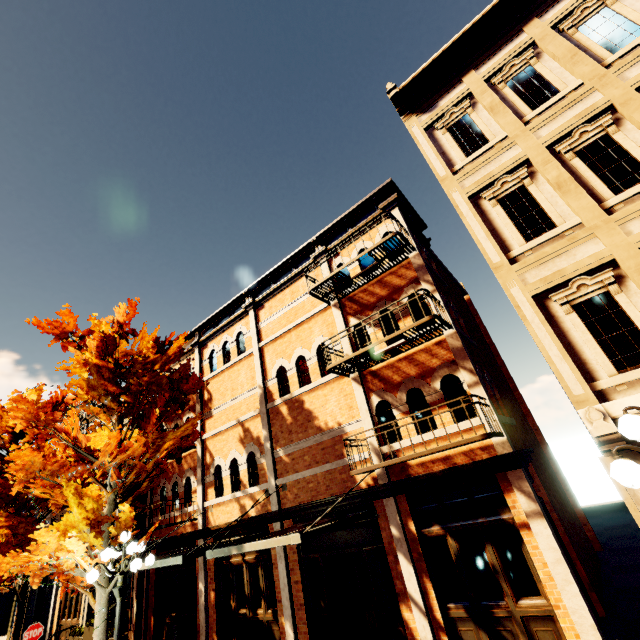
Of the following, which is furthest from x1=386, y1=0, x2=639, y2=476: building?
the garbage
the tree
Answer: the garbage

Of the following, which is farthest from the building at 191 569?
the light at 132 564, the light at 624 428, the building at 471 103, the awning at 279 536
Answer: the light at 132 564

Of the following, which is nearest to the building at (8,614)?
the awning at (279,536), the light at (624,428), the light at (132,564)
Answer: the awning at (279,536)

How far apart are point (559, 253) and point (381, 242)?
3.98m

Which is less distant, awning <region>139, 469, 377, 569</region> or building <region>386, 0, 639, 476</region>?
building <region>386, 0, 639, 476</region>

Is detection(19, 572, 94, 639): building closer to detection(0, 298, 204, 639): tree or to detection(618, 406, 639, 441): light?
detection(0, 298, 204, 639): tree

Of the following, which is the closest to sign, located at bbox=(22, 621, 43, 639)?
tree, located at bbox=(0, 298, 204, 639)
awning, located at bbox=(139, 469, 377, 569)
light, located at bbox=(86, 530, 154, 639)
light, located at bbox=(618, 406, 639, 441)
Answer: tree, located at bbox=(0, 298, 204, 639)

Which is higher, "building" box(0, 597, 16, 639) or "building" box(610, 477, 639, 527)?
"building" box(610, 477, 639, 527)
